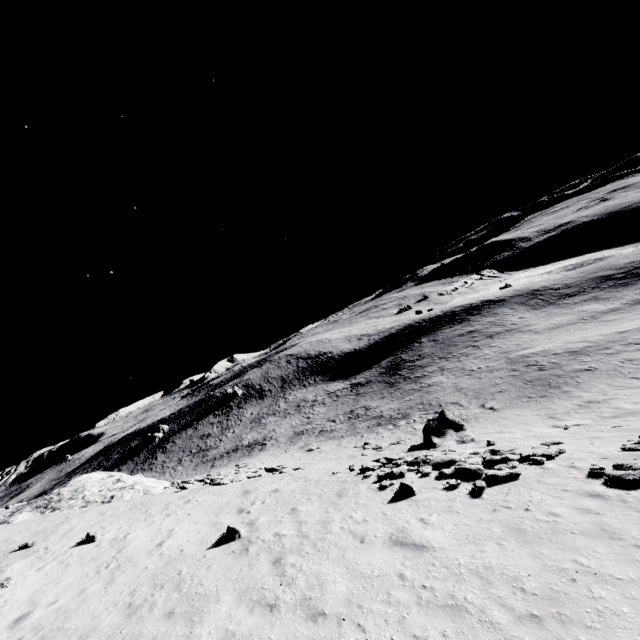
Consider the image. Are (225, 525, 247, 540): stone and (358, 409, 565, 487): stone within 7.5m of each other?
no

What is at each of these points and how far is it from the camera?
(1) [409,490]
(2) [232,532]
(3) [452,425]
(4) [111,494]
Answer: (1) stone, 12.34m
(2) stone, 11.73m
(3) stone, 23.53m
(4) stone, 22.84m

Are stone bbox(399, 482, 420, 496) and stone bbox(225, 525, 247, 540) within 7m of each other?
yes

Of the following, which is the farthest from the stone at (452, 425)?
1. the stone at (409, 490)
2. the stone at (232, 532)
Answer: the stone at (232, 532)

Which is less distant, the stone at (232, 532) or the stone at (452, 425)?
the stone at (232, 532)

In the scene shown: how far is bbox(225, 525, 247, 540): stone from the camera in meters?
11.7 m

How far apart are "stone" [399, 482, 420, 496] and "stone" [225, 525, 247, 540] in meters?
6.1

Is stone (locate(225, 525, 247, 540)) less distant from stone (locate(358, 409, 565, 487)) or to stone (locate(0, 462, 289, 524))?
stone (locate(358, 409, 565, 487))
